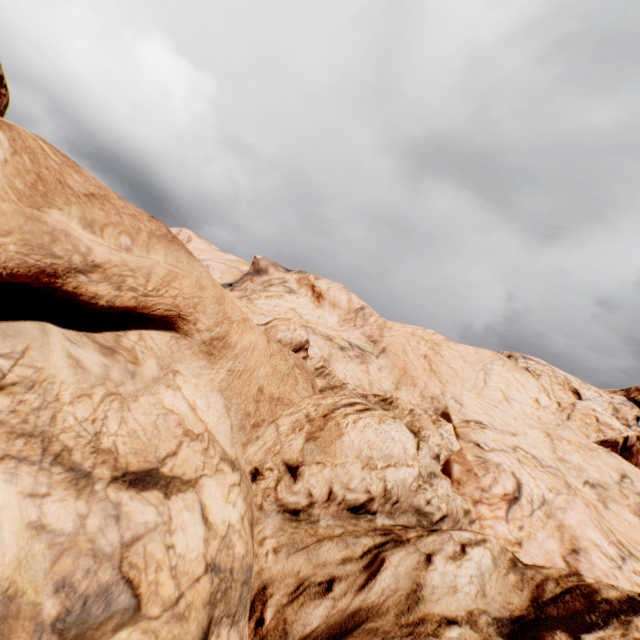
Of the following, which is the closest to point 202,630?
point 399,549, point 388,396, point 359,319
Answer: point 399,549
